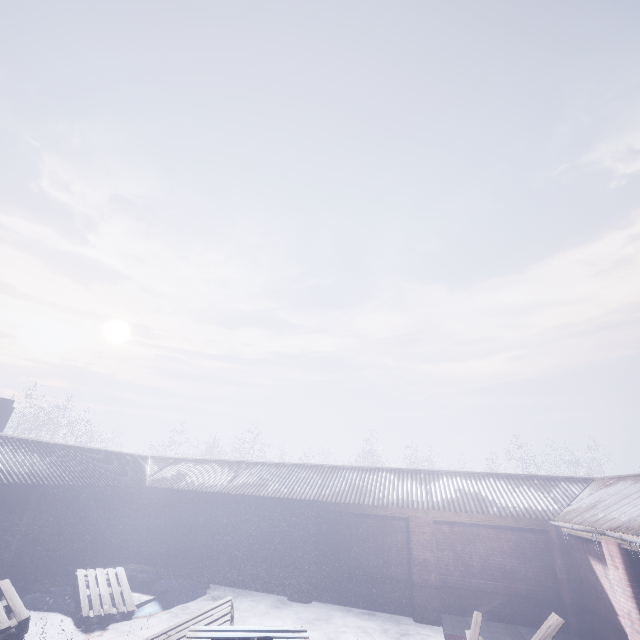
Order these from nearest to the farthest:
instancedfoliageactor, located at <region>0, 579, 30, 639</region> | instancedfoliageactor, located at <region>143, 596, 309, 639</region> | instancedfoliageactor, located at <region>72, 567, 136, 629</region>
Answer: instancedfoliageactor, located at <region>143, 596, 309, 639</region> < instancedfoliageactor, located at <region>0, 579, 30, 639</region> < instancedfoliageactor, located at <region>72, 567, 136, 629</region>

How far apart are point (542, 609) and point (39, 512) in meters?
12.0

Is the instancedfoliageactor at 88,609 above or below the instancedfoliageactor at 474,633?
below

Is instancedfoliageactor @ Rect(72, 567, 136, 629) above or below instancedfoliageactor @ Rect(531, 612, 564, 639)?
below

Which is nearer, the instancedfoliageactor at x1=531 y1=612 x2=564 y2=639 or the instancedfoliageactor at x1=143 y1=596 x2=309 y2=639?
the instancedfoliageactor at x1=143 y1=596 x2=309 y2=639

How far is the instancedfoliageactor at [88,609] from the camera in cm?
626

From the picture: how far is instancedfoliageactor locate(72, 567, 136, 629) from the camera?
6.26m
